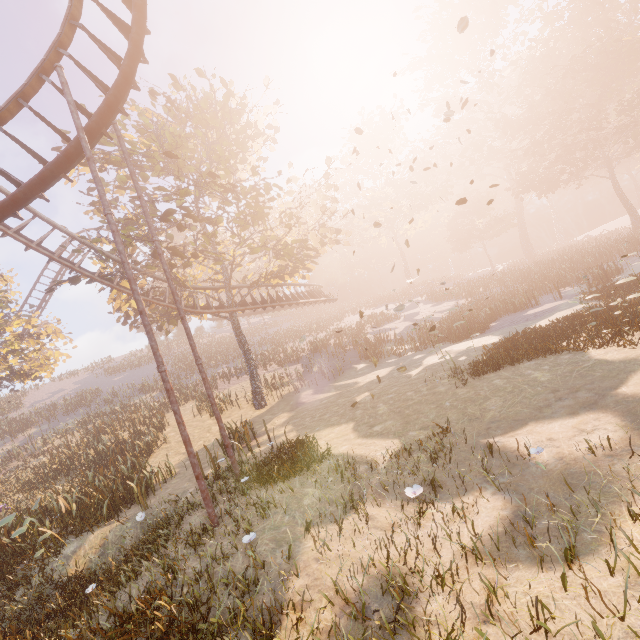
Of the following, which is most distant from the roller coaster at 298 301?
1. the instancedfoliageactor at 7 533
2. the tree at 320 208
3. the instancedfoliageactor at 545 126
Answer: the instancedfoliageactor at 545 126

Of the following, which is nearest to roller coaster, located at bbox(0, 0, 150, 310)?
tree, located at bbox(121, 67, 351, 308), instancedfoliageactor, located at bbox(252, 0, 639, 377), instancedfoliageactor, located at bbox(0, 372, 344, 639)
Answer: tree, located at bbox(121, 67, 351, 308)

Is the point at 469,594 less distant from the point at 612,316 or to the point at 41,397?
the point at 612,316

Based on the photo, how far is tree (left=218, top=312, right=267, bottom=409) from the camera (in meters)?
19.95

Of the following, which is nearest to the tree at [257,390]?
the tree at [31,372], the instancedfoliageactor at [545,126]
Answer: the tree at [31,372]

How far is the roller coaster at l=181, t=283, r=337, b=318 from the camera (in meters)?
19.78

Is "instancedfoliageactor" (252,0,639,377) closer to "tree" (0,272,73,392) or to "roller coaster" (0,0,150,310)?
"roller coaster" (0,0,150,310)

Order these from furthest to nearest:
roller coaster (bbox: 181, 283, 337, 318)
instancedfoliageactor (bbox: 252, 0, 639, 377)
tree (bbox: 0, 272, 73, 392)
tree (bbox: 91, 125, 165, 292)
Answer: tree (bbox: 0, 272, 73, 392), roller coaster (bbox: 181, 283, 337, 318), instancedfoliageactor (bbox: 252, 0, 639, 377), tree (bbox: 91, 125, 165, 292)
